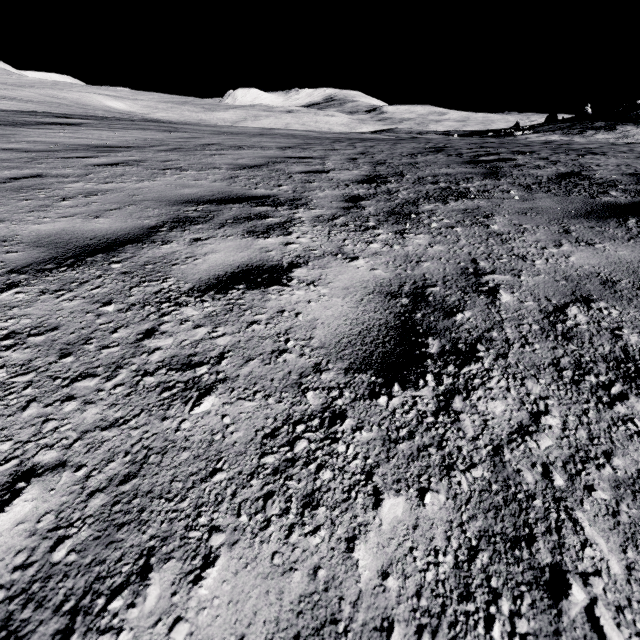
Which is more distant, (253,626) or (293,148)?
(293,148)
